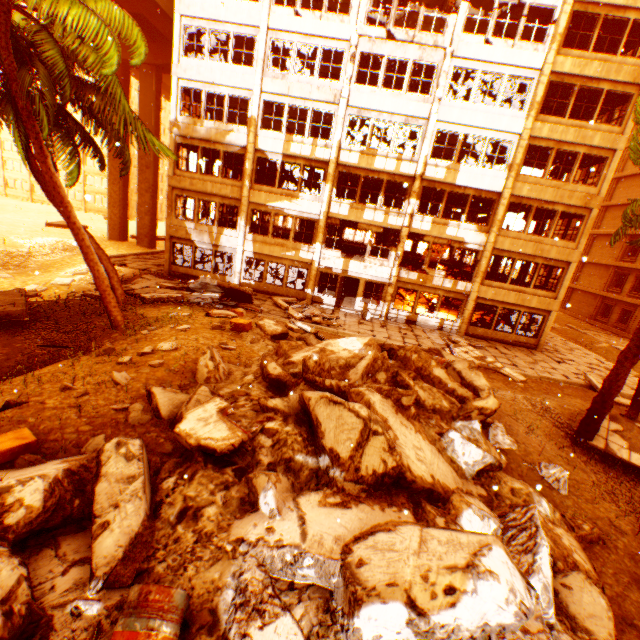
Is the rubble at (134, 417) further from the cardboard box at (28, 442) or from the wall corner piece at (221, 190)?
the wall corner piece at (221, 190)

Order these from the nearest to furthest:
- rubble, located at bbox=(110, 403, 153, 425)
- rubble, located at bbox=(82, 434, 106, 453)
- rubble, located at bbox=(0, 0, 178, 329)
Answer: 1. rubble, located at bbox=(82, 434, 106, 453)
2. rubble, located at bbox=(110, 403, 153, 425)
3. rubble, located at bbox=(0, 0, 178, 329)

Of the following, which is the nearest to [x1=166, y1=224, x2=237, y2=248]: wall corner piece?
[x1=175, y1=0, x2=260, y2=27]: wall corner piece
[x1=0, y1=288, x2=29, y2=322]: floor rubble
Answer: [x1=175, y1=0, x2=260, y2=27]: wall corner piece

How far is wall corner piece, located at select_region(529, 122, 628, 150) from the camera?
16.9m

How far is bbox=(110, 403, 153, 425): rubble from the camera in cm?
559

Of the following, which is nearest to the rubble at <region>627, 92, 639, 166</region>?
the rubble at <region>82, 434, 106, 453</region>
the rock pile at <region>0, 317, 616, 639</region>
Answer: the rock pile at <region>0, 317, 616, 639</region>

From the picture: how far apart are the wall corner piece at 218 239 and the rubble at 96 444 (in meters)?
17.22

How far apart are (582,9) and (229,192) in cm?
2041
